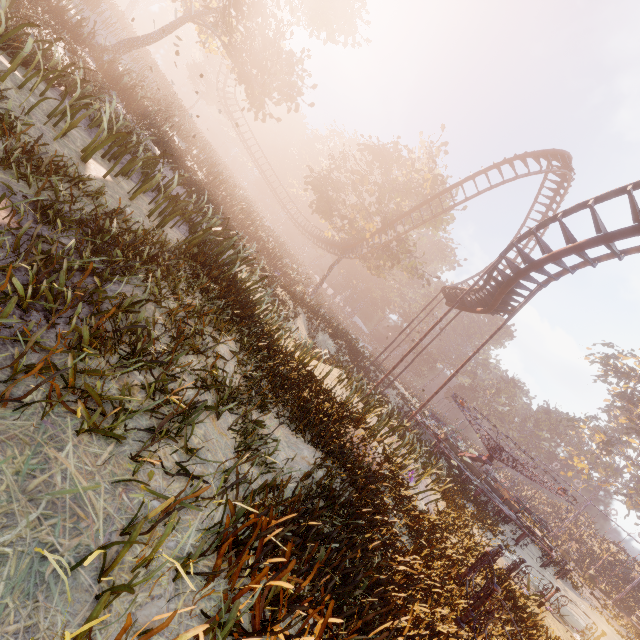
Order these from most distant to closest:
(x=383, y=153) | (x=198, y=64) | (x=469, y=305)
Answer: (x=198, y=64)
(x=383, y=153)
(x=469, y=305)

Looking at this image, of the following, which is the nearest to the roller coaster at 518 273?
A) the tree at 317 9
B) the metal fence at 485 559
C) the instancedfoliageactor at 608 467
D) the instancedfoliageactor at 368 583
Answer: the tree at 317 9

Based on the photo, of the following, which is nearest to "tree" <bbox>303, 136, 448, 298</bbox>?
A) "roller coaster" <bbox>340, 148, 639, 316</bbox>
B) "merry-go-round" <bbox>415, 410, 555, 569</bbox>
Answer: "roller coaster" <bbox>340, 148, 639, 316</bbox>

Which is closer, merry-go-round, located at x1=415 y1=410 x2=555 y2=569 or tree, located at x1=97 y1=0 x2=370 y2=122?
tree, located at x1=97 y1=0 x2=370 y2=122

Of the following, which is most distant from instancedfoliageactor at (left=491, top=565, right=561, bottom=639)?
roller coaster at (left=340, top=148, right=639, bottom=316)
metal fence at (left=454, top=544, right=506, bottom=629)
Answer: metal fence at (left=454, top=544, right=506, bottom=629)

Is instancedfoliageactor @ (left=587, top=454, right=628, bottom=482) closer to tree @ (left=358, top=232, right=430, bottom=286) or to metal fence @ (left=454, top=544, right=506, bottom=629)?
tree @ (left=358, top=232, right=430, bottom=286)

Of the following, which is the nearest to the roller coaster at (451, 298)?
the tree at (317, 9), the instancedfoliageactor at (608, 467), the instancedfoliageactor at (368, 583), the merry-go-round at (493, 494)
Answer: the tree at (317, 9)

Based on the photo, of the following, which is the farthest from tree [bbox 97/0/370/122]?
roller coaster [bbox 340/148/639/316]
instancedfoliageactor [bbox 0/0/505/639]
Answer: instancedfoliageactor [bbox 0/0/505/639]
